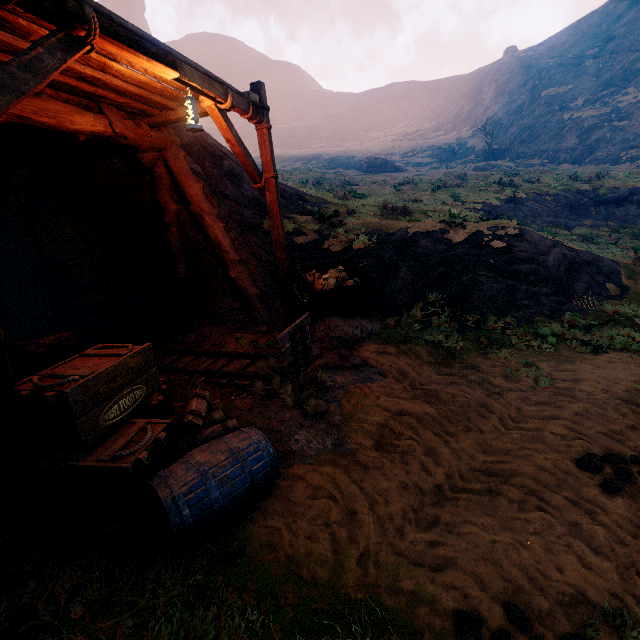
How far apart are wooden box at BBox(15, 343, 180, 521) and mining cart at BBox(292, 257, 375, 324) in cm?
296

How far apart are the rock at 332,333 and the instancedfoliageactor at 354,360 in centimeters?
27cm

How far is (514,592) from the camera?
2.4m

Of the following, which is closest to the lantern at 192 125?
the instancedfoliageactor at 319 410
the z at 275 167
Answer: the z at 275 167

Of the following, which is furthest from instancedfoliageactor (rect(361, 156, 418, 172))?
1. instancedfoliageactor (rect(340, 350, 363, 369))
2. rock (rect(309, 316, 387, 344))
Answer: instancedfoliageactor (rect(340, 350, 363, 369))

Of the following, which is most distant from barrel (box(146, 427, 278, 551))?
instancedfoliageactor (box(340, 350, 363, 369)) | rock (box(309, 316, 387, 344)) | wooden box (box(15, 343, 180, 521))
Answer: rock (box(309, 316, 387, 344))

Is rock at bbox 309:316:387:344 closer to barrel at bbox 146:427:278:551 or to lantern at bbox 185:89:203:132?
barrel at bbox 146:427:278:551

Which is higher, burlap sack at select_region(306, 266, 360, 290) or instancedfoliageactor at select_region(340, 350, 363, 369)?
burlap sack at select_region(306, 266, 360, 290)
